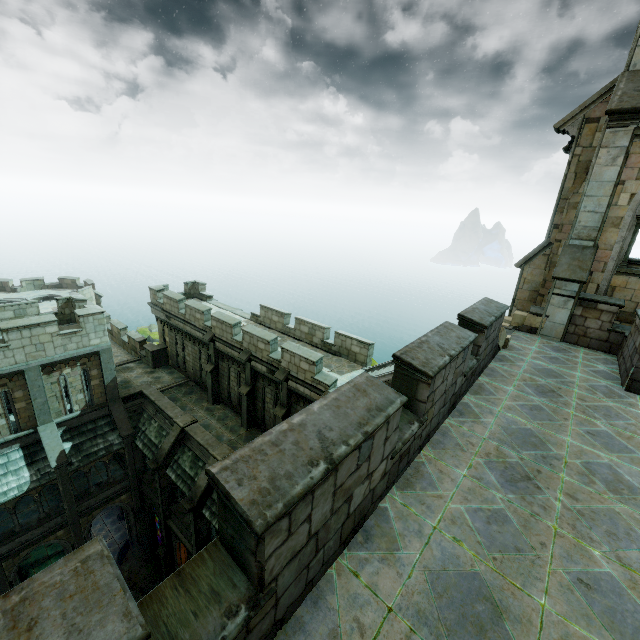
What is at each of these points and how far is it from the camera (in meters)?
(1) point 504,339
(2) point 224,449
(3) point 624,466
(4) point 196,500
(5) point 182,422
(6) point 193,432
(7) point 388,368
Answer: (1) brick, 9.62
(2) stair, 15.81
(3) building, 5.47
(4) stone column, 14.83
(5) stair, 17.47
(6) wall trim, 17.06
(7) stair, 14.52

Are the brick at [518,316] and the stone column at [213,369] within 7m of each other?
no

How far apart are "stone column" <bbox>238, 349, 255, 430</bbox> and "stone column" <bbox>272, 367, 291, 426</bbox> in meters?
2.1

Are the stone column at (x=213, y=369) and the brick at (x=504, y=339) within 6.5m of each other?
no

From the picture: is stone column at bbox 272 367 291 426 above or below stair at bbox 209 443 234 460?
above

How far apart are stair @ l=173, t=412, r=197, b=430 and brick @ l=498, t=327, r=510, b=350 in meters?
14.8

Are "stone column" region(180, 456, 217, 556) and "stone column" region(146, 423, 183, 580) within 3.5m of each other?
yes

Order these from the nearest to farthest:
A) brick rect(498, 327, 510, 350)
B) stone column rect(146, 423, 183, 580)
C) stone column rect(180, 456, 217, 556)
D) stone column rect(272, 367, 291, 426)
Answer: brick rect(498, 327, 510, 350) < stone column rect(180, 456, 217, 556) < stone column rect(272, 367, 291, 426) < stone column rect(146, 423, 183, 580)
